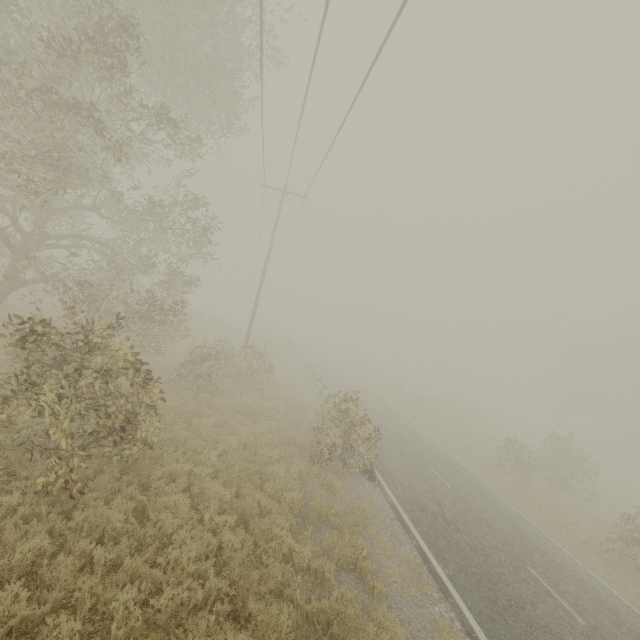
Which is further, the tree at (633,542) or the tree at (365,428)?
the tree at (633,542)

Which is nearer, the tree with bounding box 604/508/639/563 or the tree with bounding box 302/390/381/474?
the tree with bounding box 302/390/381/474

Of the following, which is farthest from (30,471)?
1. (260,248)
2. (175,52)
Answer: (260,248)

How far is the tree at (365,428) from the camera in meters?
11.6

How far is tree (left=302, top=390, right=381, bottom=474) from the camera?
11.6 meters
